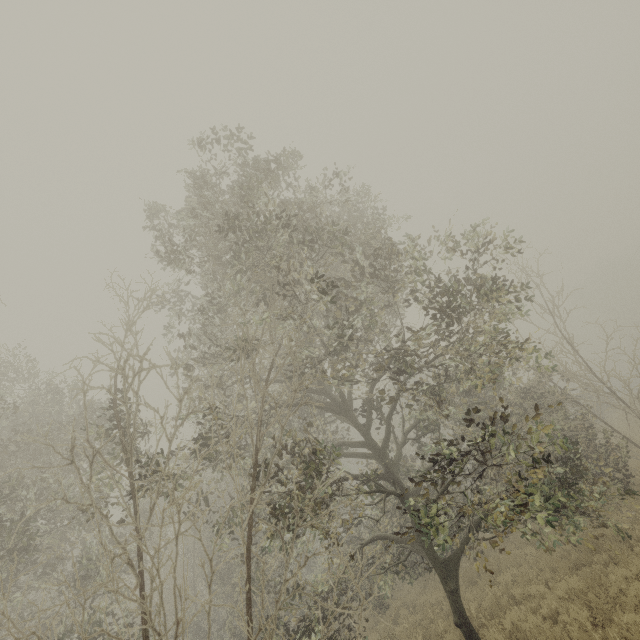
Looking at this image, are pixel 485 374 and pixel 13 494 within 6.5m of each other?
no
